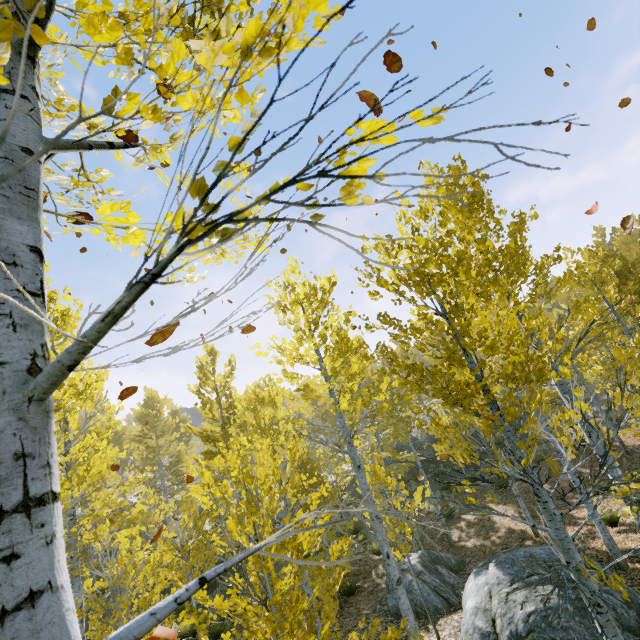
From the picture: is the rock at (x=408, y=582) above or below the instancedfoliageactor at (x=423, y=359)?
below

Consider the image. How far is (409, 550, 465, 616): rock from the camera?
9.7m

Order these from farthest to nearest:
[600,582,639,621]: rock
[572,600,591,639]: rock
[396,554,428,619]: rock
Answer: [396,554,428,619]: rock
[600,582,639,621]: rock
[572,600,591,639]: rock

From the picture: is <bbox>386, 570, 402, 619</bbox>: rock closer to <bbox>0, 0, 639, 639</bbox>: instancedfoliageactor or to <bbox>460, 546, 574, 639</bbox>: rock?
<bbox>460, 546, 574, 639</bbox>: rock

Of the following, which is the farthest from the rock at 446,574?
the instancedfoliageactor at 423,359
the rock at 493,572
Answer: the instancedfoliageactor at 423,359

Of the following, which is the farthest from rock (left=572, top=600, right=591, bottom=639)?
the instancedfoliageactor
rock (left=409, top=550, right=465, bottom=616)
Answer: the instancedfoliageactor

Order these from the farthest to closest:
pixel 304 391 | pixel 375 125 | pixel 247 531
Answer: pixel 247 531 < pixel 304 391 < pixel 375 125
